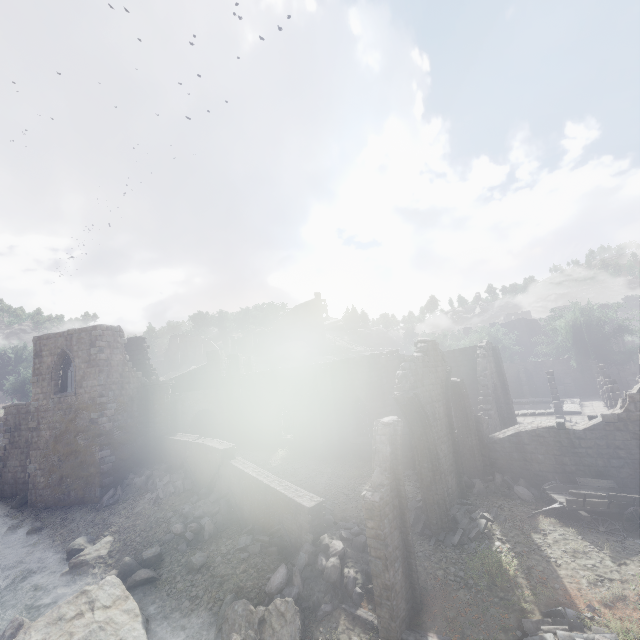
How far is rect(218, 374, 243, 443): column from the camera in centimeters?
2931cm

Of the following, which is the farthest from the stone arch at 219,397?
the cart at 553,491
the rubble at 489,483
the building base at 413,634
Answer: the cart at 553,491

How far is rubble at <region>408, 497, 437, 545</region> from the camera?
12.5m

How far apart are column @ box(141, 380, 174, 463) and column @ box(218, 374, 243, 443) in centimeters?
470cm

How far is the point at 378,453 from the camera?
10.60m

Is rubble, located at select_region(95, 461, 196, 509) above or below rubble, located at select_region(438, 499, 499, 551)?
above

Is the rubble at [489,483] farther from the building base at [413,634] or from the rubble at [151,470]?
the building base at [413,634]

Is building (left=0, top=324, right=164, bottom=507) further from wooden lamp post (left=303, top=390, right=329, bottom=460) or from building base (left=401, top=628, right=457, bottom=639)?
building base (left=401, top=628, right=457, bottom=639)
